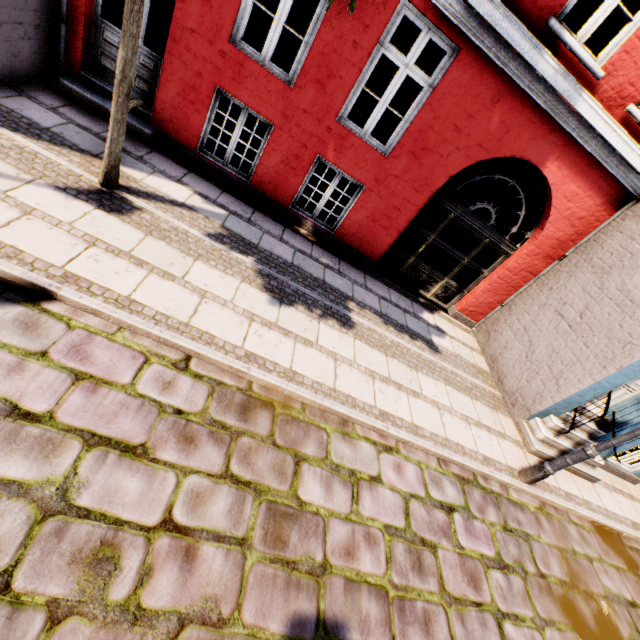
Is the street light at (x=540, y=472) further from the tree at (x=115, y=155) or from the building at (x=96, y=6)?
the tree at (x=115, y=155)

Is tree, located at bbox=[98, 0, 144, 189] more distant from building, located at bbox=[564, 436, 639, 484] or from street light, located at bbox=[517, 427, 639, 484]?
street light, located at bbox=[517, 427, 639, 484]

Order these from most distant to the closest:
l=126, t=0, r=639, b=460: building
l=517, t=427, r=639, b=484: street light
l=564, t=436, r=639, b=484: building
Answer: l=564, t=436, r=639, b=484: building → l=126, t=0, r=639, b=460: building → l=517, t=427, r=639, b=484: street light

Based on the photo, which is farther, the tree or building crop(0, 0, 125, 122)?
building crop(0, 0, 125, 122)

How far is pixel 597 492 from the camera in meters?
6.2 m

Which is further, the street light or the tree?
the street light

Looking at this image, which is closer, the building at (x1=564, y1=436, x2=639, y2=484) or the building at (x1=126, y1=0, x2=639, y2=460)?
the building at (x1=126, y1=0, x2=639, y2=460)
